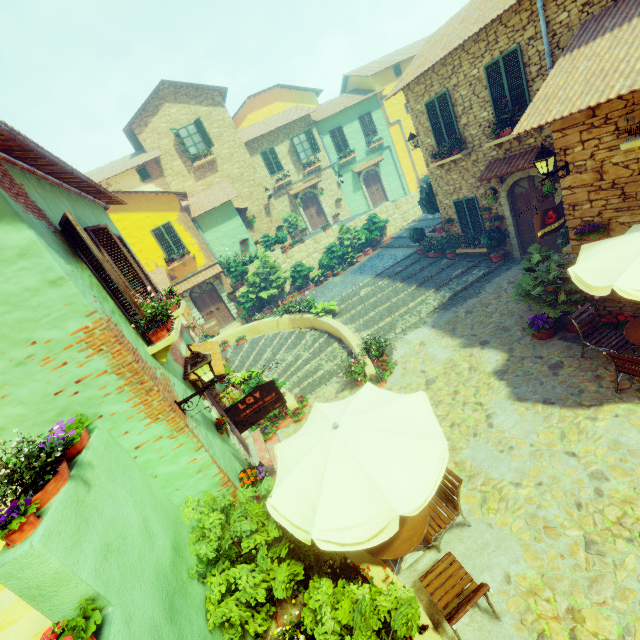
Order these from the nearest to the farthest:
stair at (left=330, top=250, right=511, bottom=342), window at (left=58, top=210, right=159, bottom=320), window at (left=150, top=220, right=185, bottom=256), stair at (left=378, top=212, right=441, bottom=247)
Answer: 1. window at (left=58, top=210, right=159, bottom=320)
2. stair at (left=330, top=250, right=511, bottom=342)
3. window at (left=150, top=220, right=185, bottom=256)
4. stair at (left=378, top=212, right=441, bottom=247)

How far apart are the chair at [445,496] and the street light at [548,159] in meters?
6.0 m

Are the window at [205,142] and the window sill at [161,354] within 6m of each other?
no

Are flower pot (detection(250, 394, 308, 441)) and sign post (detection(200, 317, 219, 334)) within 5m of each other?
yes

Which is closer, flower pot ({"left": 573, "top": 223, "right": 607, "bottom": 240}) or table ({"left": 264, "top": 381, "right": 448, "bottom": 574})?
table ({"left": 264, "top": 381, "right": 448, "bottom": 574})

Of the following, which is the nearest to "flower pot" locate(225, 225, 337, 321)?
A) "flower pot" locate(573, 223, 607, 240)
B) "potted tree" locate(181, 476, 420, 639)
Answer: "potted tree" locate(181, 476, 420, 639)

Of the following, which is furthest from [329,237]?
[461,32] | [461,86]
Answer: [461,32]

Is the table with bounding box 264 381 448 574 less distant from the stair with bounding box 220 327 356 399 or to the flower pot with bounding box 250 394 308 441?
the flower pot with bounding box 250 394 308 441
